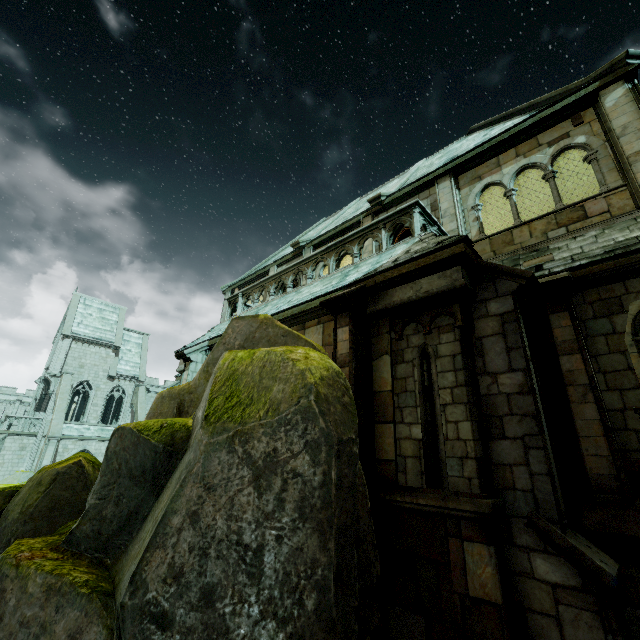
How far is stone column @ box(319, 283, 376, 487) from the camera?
5.87m

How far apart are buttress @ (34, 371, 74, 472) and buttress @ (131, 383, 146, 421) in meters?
5.9

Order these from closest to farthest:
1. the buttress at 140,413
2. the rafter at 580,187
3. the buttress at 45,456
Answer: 1. the rafter at 580,187
2. the buttress at 45,456
3. the buttress at 140,413

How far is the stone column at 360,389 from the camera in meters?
5.9

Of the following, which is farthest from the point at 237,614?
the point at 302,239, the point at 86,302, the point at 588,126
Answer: the point at 86,302

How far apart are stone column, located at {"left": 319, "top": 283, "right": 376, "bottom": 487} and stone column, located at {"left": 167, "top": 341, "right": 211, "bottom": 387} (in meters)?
6.13

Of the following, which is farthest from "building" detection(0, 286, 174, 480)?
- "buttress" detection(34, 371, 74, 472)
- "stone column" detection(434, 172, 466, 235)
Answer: "stone column" detection(434, 172, 466, 235)

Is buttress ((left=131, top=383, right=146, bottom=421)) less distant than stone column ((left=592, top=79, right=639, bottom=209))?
No
